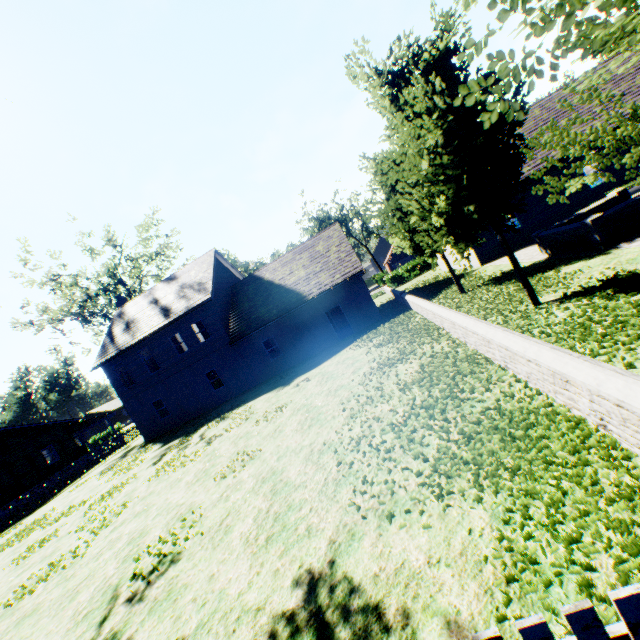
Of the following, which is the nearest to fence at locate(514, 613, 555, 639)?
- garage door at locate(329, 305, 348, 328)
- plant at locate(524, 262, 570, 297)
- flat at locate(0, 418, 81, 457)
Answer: plant at locate(524, 262, 570, 297)

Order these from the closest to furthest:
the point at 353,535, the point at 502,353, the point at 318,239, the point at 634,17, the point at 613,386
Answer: the point at 634,17, the point at 613,386, the point at 353,535, the point at 502,353, the point at 318,239

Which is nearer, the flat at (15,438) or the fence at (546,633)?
the fence at (546,633)

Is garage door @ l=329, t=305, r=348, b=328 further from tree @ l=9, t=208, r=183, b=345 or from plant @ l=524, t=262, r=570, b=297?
plant @ l=524, t=262, r=570, b=297

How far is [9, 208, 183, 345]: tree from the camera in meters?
33.4 m

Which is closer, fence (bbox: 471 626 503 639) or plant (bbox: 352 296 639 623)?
fence (bbox: 471 626 503 639)

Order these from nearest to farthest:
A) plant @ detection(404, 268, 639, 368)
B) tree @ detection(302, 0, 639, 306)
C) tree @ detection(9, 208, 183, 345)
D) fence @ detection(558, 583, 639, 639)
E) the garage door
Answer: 1. fence @ detection(558, 583, 639, 639)
2. tree @ detection(302, 0, 639, 306)
3. plant @ detection(404, 268, 639, 368)
4. the garage door
5. tree @ detection(9, 208, 183, 345)

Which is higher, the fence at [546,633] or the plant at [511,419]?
the fence at [546,633]
